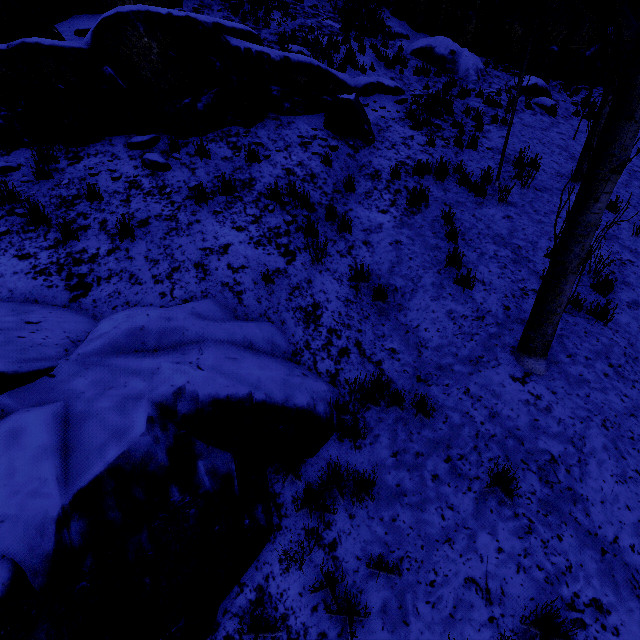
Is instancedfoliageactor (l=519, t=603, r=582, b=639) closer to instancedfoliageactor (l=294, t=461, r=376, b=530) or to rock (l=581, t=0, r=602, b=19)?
instancedfoliageactor (l=294, t=461, r=376, b=530)

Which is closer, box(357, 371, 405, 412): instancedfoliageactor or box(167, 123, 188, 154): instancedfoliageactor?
box(357, 371, 405, 412): instancedfoliageactor

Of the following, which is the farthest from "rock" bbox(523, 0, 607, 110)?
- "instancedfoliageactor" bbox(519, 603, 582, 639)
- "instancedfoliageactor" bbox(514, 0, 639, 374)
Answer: "instancedfoliageactor" bbox(519, 603, 582, 639)

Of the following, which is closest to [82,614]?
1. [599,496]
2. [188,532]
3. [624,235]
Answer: [188,532]

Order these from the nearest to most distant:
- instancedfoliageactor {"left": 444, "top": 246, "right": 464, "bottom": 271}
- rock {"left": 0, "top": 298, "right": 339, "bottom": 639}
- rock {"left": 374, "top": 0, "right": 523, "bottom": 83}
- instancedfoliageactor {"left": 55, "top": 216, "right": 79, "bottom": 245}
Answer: rock {"left": 0, "top": 298, "right": 339, "bottom": 639} < instancedfoliageactor {"left": 55, "top": 216, "right": 79, "bottom": 245} < instancedfoliageactor {"left": 444, "top": 246, "right": 464, "bottom": 271} < rock {"left": 374, "top": 0, "right": 523, "bottom": 83}

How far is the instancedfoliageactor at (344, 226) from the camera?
6.0m

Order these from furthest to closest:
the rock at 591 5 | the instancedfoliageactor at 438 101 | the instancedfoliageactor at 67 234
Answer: the rock at 591 5 → the instancedfoliageactor at 438 101 → the instancedfoliageactor at 67 234
